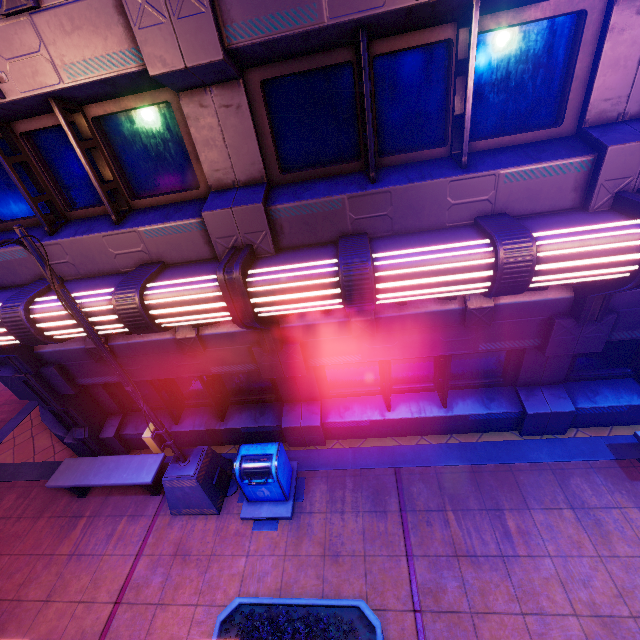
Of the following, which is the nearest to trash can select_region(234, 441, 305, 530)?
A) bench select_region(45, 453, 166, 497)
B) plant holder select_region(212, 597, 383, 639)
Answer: plant holder select_region(212, 597, 383, 639)

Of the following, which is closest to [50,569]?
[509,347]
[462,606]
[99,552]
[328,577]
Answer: [99,552]

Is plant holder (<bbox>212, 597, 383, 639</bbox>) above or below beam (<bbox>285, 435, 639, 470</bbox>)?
above

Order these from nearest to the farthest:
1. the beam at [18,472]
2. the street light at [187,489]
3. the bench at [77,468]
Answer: the street light at [187,489], the bench at [77,468], the beam at [18,472]

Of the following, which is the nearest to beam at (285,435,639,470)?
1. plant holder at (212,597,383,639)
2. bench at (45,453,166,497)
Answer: bench at (45,453,166,497)

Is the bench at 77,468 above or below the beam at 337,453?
above

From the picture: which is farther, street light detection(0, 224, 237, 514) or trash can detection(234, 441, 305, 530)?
trash can detection(234, 441, 305, 530)
